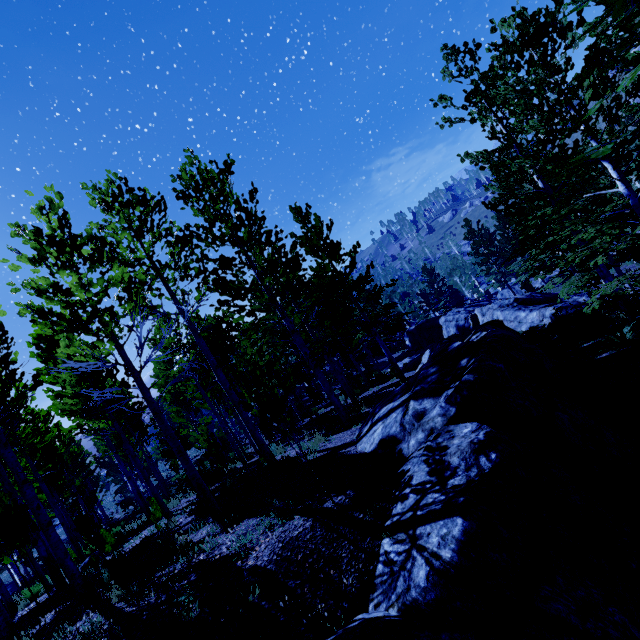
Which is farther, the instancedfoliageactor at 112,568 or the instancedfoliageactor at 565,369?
the instancedfoliageactor at 565,369

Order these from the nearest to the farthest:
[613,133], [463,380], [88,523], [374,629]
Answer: [374,629] < [463,380] < [613,133] < [88,523]

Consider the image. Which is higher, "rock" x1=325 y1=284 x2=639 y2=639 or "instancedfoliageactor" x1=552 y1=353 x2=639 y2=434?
"rock" x1=325 y1=284 x2=639 y2=639

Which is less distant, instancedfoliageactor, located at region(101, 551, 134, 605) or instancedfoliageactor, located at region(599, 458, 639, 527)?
instancedfoliageactor, located at region(599, 458, 639, 527)

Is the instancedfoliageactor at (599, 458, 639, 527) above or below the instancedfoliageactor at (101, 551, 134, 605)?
below

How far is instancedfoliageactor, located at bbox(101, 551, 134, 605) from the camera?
5.2m
